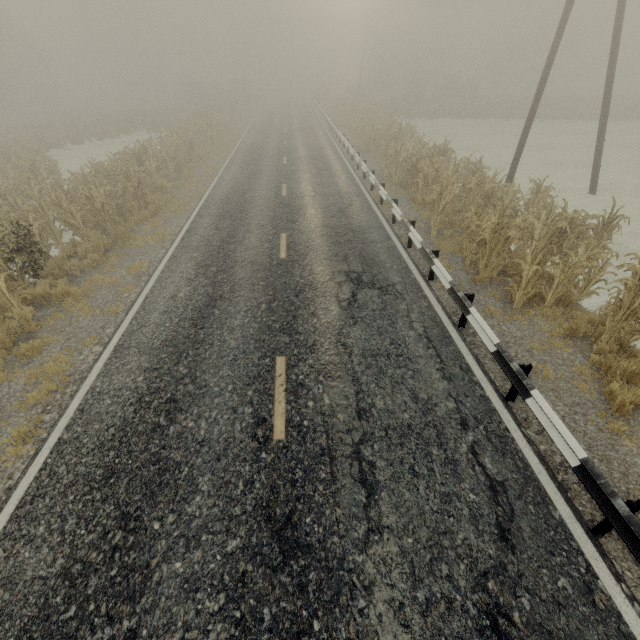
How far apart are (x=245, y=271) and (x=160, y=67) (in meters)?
73.71

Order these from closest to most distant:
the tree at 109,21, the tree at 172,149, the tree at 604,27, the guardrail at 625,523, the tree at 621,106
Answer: the guardrail at 625,523 → the tree at 172,149 → the tree at 621,106 → the tree at 604,27 → the tree at 109,21

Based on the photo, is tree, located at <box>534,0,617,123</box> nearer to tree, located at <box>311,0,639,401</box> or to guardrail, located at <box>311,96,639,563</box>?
tree, located at <box>311,0,639,401</box>

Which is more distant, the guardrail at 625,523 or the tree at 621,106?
the tree at 621,106

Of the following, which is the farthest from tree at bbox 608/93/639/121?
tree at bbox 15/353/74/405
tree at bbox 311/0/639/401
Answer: tree at bbox 15/353/74/405

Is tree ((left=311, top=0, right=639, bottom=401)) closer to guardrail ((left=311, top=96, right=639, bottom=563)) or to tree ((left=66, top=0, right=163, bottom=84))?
guardrail ((left=311, top=96, right=639, bottom=563))

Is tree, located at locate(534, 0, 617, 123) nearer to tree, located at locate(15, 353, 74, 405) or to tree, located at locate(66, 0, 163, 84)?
tree, located at locate(15, 353, 74, 405)

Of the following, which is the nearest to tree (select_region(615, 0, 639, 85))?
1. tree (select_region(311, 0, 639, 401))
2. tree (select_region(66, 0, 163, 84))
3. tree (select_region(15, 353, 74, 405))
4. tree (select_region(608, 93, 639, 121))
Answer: tree (select_region(311, 0, 639, 401))
